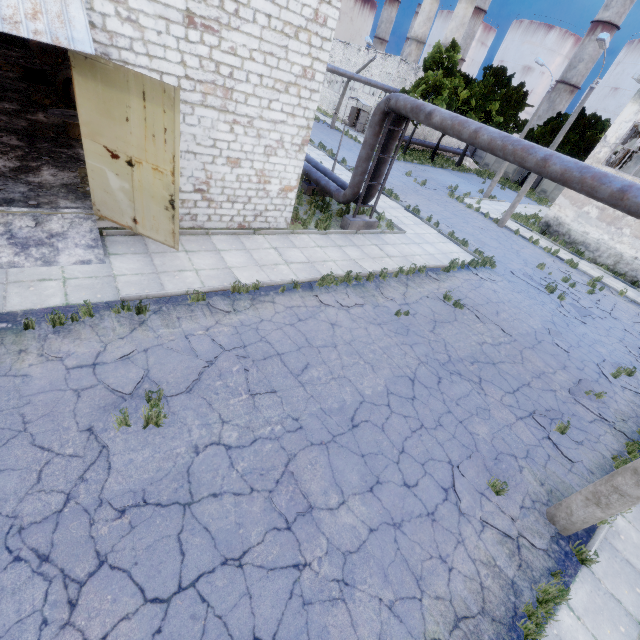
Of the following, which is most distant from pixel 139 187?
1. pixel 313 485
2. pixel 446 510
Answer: pixel 446 510

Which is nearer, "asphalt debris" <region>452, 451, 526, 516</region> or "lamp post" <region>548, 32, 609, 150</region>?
"asphalt debris" <region>452, 451, 526, 516</region>

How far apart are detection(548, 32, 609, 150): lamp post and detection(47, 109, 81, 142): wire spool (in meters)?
24.13

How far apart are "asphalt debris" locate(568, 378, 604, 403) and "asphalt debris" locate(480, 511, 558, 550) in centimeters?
430cm

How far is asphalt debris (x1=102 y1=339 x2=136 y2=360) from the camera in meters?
6.3 m

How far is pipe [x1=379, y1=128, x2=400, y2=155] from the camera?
13.0 meters

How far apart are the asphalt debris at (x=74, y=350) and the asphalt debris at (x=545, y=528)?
6.9 meters

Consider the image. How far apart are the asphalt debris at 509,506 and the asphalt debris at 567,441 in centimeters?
170cm
